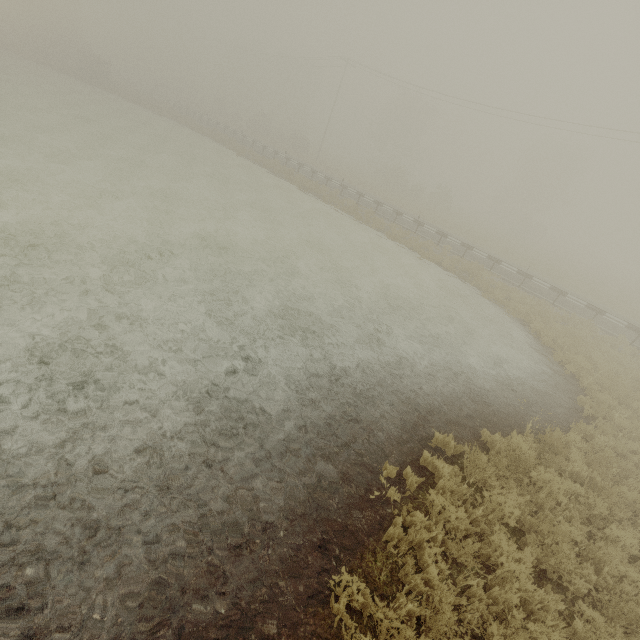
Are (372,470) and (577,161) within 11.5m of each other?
no
